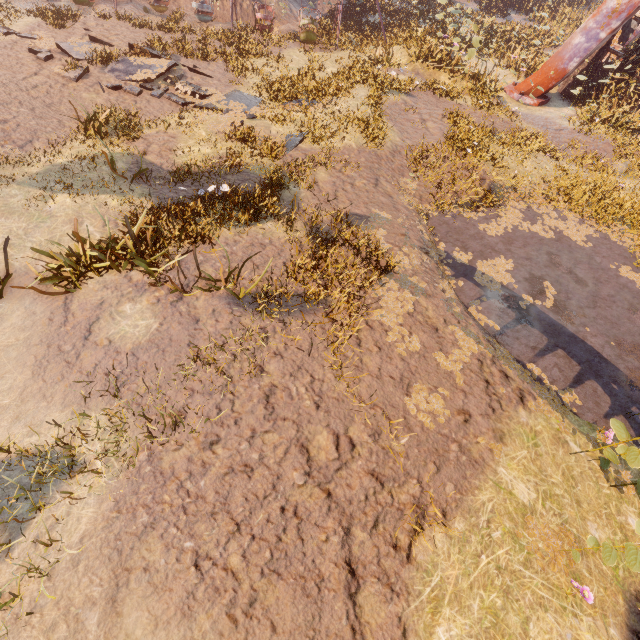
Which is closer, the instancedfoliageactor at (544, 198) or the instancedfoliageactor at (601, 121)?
the instancedfoliageactor at (544, 198)

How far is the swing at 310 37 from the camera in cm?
1725

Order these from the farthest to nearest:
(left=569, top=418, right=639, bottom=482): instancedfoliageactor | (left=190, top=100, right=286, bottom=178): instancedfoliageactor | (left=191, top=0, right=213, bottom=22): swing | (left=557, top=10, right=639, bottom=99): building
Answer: (left=191, top=0, right=213, bottom=22): swing → (left=557, top=10, right=639, bottom=99): building → (left=190, top=100, right=286, bottom=178): instancedfoliageactor → (left=569, top=418, right=639, bottom=482): instancedfoliageactor

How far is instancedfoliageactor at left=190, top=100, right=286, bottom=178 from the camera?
9.5 meters

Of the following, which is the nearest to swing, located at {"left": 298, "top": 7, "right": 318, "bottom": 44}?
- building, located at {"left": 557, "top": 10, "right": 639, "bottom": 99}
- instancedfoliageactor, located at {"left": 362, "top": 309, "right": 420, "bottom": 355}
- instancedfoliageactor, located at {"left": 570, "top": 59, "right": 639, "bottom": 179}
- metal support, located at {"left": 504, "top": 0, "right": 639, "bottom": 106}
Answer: instancedfoliageactor, located at {"left": 570, "top": 59, "right": 639, "bottom": 179}

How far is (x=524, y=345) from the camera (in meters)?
7.74

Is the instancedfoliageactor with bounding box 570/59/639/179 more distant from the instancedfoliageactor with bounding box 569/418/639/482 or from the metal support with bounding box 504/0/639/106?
the instancedfoliageactor with bounding box 569/418/639/482

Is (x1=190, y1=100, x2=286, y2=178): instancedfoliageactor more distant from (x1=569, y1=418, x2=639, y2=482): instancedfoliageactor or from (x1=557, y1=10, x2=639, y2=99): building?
(x1=557, y1=10, x2=639, y2=99): building
